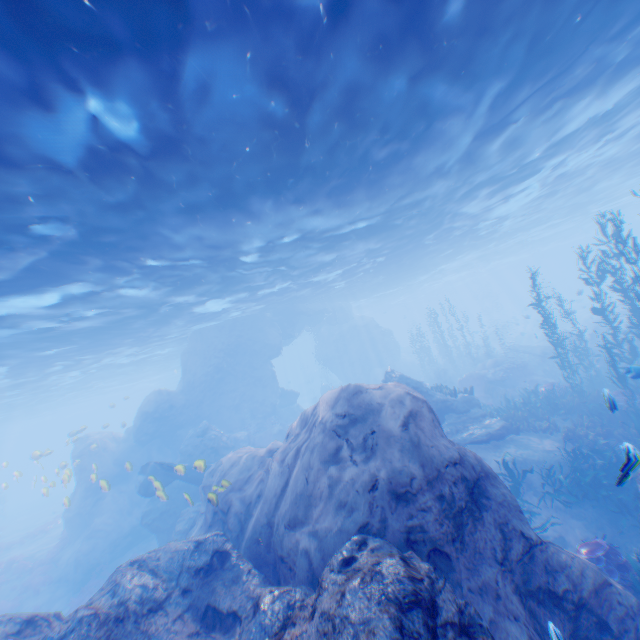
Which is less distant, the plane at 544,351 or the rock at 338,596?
the rock at 338,596

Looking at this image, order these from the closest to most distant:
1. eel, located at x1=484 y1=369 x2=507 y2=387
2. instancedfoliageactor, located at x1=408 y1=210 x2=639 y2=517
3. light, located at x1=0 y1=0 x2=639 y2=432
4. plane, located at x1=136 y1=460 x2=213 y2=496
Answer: light, located at x1=0 y1=0 x2=639 y2=432
instancedfoliageactor, located at x1=408 y1=210 x2=639 y2=517
plane, located at x1=136 y1=460 x2=213 y2=496
eel, located at x1=484 y1=369 x2=507 y2=387

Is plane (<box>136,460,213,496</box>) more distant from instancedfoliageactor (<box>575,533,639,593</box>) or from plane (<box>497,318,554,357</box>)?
plane (<box>497,318,554,357</box>)

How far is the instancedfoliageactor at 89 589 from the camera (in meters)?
17.33

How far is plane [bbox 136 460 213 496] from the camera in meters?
12.2 m

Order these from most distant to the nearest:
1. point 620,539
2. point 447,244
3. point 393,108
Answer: point 447,244
point 393,108
point 620,539

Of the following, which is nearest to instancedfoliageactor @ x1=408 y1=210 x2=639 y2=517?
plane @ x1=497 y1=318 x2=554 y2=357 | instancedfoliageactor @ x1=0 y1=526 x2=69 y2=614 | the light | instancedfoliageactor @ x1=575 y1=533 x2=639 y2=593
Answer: plane @ x1=497 y1=318 x2=554 y2=357

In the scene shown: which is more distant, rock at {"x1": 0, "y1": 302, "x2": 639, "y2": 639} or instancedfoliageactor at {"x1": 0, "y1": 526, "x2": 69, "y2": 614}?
instancedfoliageactor at {"x1": 0, "y1": 526, "x2": 69, "y2": 614}
